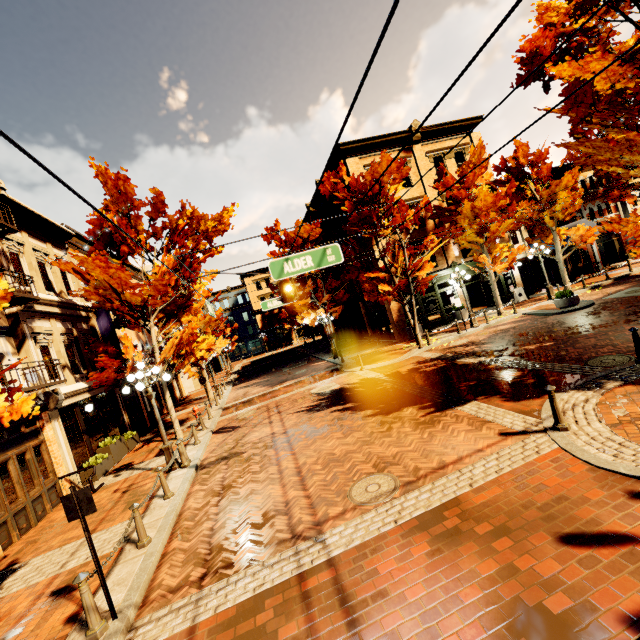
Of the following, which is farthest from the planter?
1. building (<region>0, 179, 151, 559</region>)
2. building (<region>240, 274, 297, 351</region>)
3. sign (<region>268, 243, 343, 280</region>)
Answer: building (<region>240, 274, 297, 351</region>)

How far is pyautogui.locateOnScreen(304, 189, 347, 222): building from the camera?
23.6 meters

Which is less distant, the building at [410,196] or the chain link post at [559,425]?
the chain link post at [559,425]

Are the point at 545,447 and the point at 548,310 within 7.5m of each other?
no

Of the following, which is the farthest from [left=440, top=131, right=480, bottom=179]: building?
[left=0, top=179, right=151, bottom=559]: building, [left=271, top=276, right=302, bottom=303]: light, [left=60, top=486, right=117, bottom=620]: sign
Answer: [left=60, top=486, right=117, bottom=620]: sign

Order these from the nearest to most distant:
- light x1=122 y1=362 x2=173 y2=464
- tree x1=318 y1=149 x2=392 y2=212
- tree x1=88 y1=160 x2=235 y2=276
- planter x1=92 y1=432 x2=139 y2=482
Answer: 1. light x1=122 y1=362 x2=173 y2=464
2. planter x1=92 y1=432 x2=139 y2=482
3. tree x1=88 y1=160 x2=235 y2=276
4. tree x1=318 y1=149 x2=392 y2=212

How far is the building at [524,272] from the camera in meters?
24.2 m
